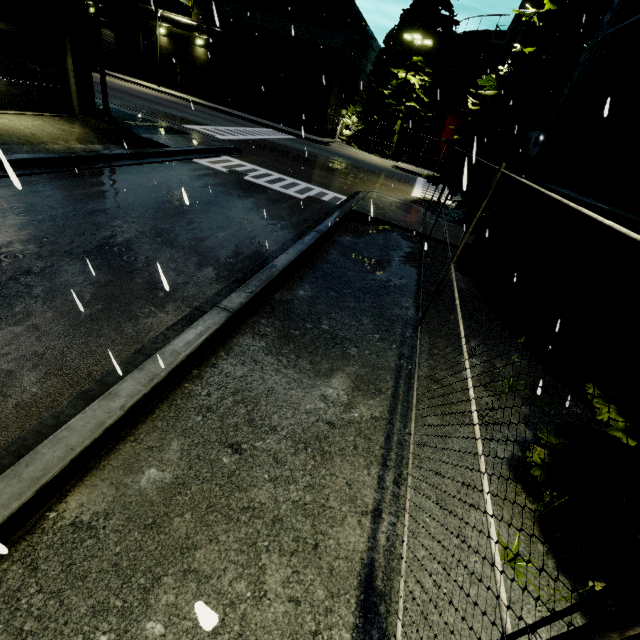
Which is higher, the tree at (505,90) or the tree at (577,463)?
the tree at (505,90)

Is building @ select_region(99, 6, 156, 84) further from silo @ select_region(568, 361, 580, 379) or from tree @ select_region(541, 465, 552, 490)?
tree @ select_region(541, 465, 552, 490)

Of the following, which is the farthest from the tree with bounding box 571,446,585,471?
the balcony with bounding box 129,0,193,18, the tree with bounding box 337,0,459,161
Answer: the tree with bounding box 337,0,459,161

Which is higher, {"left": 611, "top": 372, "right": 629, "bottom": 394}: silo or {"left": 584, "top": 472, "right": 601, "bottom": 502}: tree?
{"left": 611, "top": 372, "right": 629, "bottom": 394}: silo

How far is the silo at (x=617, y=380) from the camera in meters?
5.4 m

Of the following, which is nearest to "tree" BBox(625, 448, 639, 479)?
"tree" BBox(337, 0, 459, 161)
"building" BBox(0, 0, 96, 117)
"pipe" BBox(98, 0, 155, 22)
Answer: "building" BBox(0, 0, 96, 117)

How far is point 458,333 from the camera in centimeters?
376cm

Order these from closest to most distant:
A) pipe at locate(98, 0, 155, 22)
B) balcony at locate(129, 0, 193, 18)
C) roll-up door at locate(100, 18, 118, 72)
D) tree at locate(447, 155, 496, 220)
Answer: balcony at locate(129, 0, 193, 18) < tree at locate(447, 155, 496, 220) < pipe at locate(98, 0, 155, 22) < roll-up door at locate(100, 18, 118, 72)
